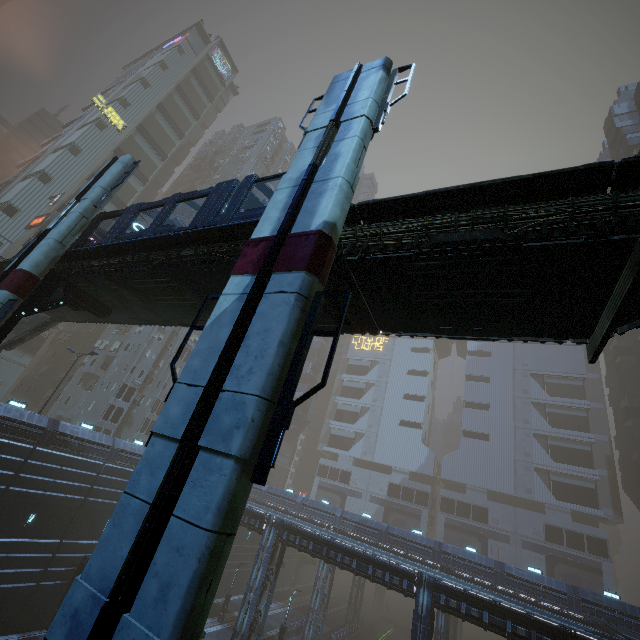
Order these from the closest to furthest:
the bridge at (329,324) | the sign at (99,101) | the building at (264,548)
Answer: the bridge at (329,324), the building at (264,548), the sign at (99,101)

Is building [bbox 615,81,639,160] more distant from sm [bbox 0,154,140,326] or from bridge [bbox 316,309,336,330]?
bridge [bbox 316,309,336,330]

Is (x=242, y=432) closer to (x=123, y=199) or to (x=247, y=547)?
(x=247, y=547)

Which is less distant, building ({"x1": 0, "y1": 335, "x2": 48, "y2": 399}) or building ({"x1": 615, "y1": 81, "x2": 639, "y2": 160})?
building ({"x1": 0, "y1": 335, "x2": 48, "y2": 399})

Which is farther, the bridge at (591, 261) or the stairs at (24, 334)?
the stairs at (24, 334)

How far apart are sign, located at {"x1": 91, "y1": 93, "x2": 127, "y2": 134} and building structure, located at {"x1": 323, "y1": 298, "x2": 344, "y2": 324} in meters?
55.8

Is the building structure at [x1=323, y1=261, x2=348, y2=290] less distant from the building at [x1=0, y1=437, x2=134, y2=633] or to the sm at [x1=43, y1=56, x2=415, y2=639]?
the sm at [x1=43, y1=56, x2=415, y2=639]
